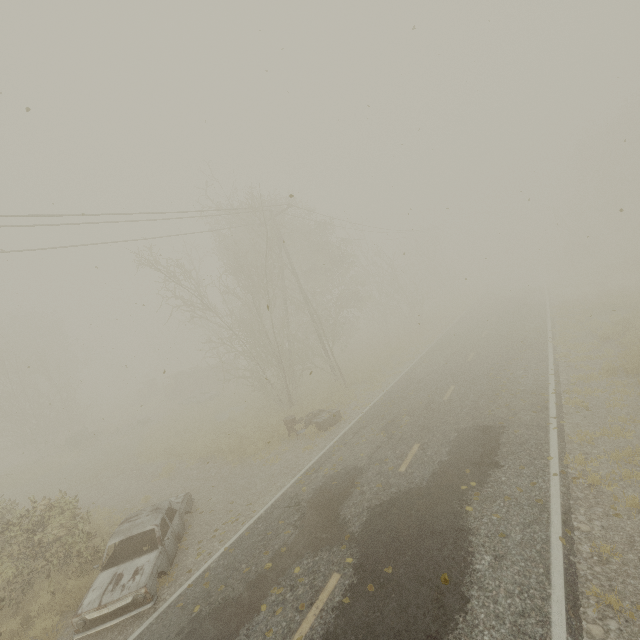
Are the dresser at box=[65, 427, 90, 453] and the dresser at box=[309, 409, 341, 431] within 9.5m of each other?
no

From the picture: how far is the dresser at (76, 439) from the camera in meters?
25.6 m

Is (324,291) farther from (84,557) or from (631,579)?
(631,579)

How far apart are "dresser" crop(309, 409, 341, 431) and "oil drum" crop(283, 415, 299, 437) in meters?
0.5 m

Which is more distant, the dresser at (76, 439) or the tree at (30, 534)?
the dresser at (76, 439)

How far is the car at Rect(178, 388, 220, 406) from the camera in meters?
28.0

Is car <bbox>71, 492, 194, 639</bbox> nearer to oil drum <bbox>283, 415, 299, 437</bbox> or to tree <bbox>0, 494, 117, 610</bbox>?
tree <bbox>0, 494, 117, 610</bbox>

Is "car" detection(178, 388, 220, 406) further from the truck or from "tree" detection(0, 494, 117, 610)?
"tree" detection(0, 494, 117, 610)
